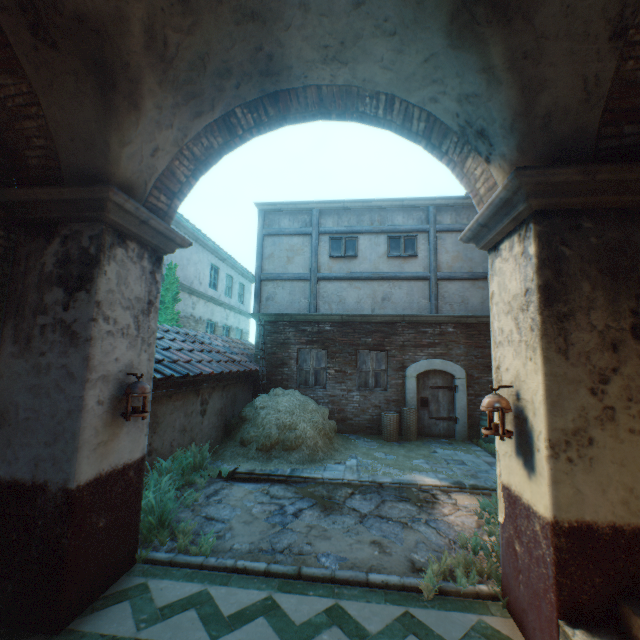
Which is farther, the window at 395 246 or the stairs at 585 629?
the window at 395 246

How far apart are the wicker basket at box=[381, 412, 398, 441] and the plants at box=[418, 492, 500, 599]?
4.8 meters

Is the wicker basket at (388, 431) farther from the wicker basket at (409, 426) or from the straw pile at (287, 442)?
the straw pile at (287, 442)

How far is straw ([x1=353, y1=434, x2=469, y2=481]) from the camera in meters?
6.9 m

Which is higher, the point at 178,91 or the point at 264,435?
the point at 178,91

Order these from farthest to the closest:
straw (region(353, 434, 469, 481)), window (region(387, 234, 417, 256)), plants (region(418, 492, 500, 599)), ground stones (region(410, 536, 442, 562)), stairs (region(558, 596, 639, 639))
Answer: window (region(387, 234, 417, 256)) < straw (region(353, 434, 469, 481)) < ground stones (region(410, 536, 442, 562)) < plants (region(418, 492, 500, 599)) < stairs (region(558, 596, 639, 639))

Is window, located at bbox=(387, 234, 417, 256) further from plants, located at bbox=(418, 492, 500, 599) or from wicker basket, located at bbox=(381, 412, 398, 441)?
plants, located at bbox=(418, 492, 500, 599)

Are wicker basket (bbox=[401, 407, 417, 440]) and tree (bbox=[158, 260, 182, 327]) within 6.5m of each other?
no
